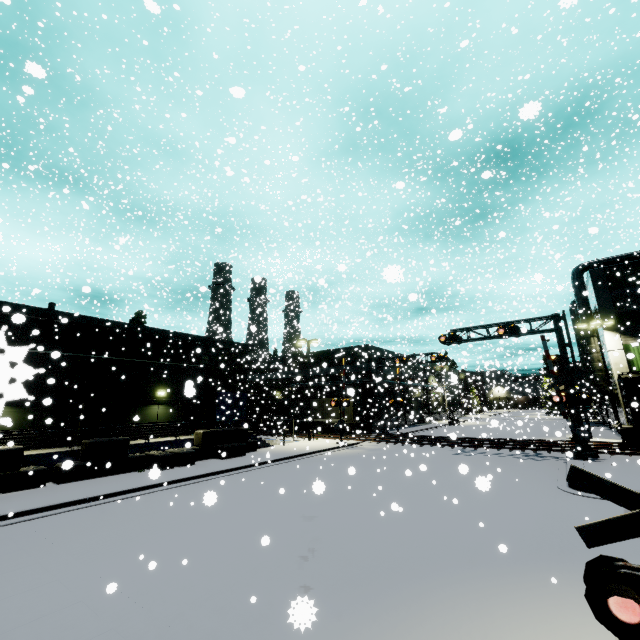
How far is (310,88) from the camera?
34.0 meters

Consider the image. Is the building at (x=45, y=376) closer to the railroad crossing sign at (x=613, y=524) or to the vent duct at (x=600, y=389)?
the vent duct at (x=600, y=389)

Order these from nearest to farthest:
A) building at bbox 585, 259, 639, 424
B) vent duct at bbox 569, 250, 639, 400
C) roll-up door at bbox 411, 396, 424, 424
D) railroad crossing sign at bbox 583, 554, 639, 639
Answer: railroad crossing sign at bbox 583, 554, 639, 639 < building at bbox 585, 259, 639, 424 < vent duct at bbox 569, 250, 639, 400 < roll-up door at bbox 411, 396, 424, 424

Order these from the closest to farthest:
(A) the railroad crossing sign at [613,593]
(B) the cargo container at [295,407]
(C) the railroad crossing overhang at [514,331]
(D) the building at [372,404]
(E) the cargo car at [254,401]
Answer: (A) the railroad crossing sign at [613,593]
(C) the railroad crossing overhang at [514,331]
(D) the building at [372,404]
(B) the cargo container at [295,407]
(E) the cargo car at [254,401]

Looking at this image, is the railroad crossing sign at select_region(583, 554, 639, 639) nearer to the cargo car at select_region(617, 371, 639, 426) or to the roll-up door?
the cargo car at select_region(617, 371, 639, 426)

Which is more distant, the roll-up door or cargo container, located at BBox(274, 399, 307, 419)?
the roll-up door

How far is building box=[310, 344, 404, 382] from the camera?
38.7m

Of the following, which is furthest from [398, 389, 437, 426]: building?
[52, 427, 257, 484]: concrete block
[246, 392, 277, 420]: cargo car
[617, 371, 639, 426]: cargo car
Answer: [246, 392, 277, 420]: cargo car
